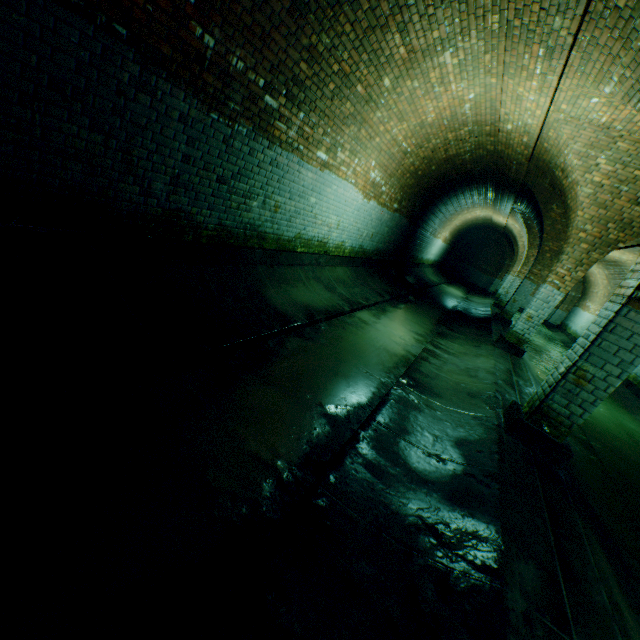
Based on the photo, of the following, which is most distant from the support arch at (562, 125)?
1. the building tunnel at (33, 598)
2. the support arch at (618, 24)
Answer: the support arch at (618, 24)

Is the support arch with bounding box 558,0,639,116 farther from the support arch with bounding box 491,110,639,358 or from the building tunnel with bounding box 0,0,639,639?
the support arch with bounding box 491,110,639,358

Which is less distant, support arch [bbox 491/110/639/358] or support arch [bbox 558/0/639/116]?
support arch [bbox 558/0/639/116]

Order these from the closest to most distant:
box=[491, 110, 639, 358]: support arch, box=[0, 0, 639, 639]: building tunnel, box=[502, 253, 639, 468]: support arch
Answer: box=[0, 0, 639, 639]: building tunnel, box=[502, 253, 639, 468]: support arch, box=[491, 110, 639, 358]: support arch

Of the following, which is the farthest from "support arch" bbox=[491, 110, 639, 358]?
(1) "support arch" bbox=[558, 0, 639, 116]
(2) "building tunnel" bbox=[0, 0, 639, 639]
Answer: (1) "support arch" bbox=[558, 0, 639, 116]

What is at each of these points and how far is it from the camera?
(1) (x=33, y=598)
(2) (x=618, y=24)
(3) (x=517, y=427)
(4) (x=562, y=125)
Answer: (1) building tunnel, 1.40m
(2) support arch, 3.36m
(3) support arch, 3.71m
(4) support arch, 5.81m
